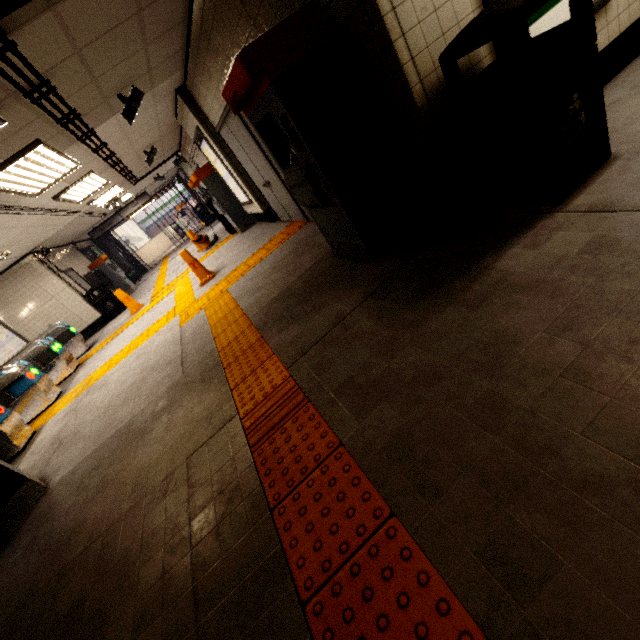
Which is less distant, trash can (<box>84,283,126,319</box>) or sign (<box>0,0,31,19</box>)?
sign (<box>0,0,31,19</box>)

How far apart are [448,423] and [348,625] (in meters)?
0.84

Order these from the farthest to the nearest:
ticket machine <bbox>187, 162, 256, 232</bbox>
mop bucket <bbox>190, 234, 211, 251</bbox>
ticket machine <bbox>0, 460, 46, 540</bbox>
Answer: mop bucket <bbox>190, 234, 211, 251</bbox>, ticket machine <bbox>187, 162, 256, 232</bbox>, ticket machine <bbox>0, 460, 46, 540</bbox>

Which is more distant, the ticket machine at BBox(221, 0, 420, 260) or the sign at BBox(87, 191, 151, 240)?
the sign at BBox(87, 191, 151, 240)

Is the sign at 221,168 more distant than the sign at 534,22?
Yes

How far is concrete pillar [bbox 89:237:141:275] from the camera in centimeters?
→ 1703cm

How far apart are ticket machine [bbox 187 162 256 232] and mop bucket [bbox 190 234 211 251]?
1.3 meters

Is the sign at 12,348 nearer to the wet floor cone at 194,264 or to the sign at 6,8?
the wet floor cone at 194,264
